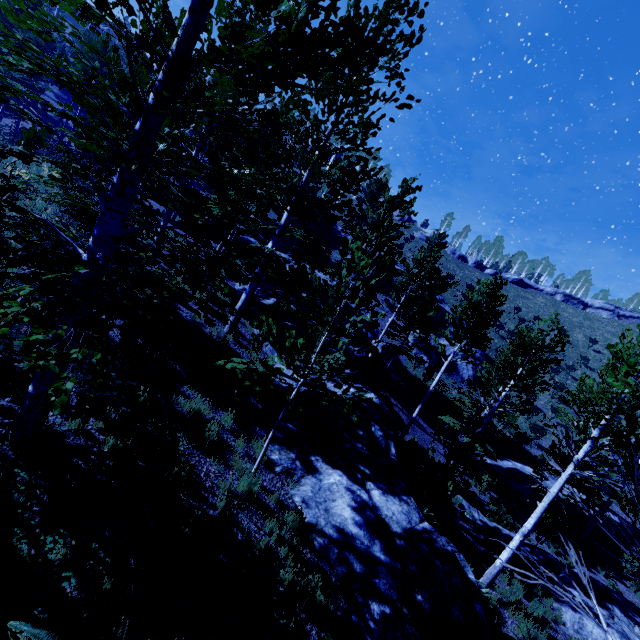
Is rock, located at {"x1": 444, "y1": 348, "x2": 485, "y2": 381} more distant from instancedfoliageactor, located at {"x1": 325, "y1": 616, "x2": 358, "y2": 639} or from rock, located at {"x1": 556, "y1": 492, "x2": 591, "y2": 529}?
rock, located at {"x1": 556, "y1": 492, "x2": 591, "y2": 529}

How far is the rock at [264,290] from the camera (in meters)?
16.20

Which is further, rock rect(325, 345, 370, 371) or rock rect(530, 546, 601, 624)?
rock rect(325, 345, 370, 371)

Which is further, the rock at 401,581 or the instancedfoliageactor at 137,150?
the rock at 401,581

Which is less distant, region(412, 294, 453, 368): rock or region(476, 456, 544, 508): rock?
region(476, 456, 544, 508): rock

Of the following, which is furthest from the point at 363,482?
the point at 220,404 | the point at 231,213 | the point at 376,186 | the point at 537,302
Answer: the point at 537,302

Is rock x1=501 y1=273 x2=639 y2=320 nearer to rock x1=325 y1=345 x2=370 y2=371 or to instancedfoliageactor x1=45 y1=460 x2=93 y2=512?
instancedfoliageactor x1=45 y1=460 x2=93 y2=512

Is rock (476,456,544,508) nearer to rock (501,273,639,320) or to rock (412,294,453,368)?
rock (412,294,453,368)
